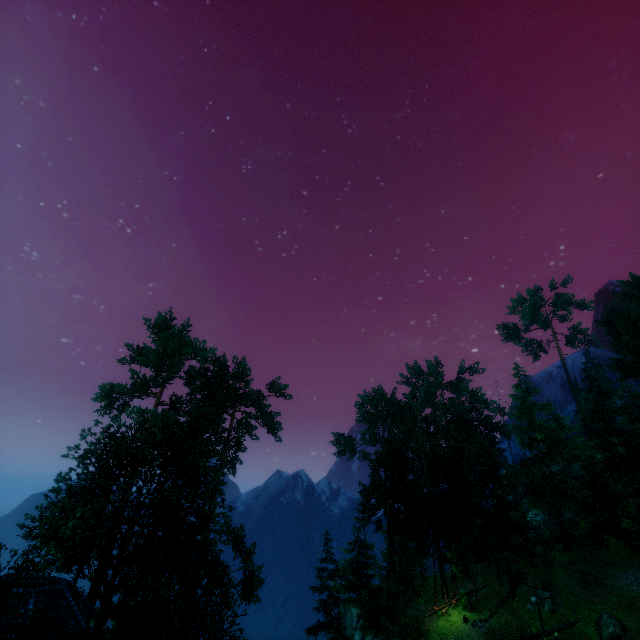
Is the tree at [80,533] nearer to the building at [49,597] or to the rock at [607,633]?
the building at [49,597]

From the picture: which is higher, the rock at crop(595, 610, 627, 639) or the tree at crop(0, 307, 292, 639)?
the tree at crop(0, 307, 292, 639)

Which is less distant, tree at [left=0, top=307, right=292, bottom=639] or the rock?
tree at [left=0, top=307, right=292, bottom=639]

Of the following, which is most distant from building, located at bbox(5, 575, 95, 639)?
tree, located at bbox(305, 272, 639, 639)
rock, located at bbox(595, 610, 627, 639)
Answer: rock, located at bbox(595, 610, 627, 639)

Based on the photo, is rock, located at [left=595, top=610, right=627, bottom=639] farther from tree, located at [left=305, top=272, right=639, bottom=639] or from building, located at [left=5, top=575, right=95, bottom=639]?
building, located at [left=5, top=575, right=95, bottom=639]

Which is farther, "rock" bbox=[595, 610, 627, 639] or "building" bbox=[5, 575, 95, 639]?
"rock" bbox=[595, 610, 627, 639]

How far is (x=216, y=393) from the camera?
30.88m

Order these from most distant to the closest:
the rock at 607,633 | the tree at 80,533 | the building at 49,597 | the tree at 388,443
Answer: the tree at 388,443 < the rock at 607,633 < the building at 49,597 < the tree at 80,533
